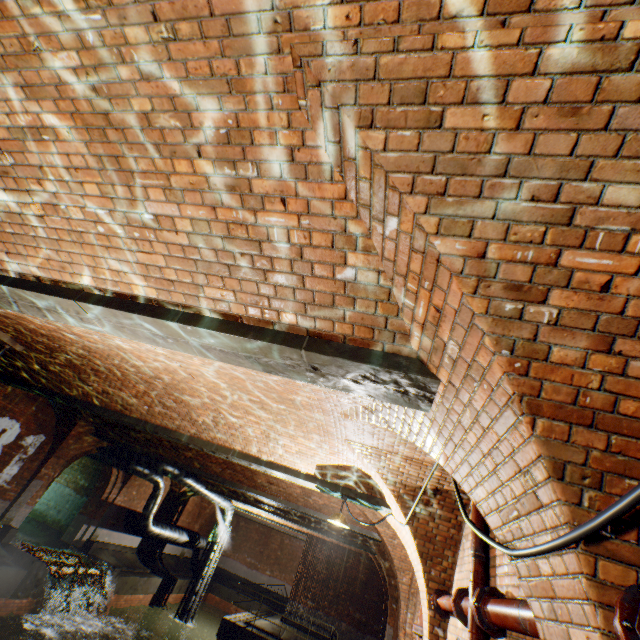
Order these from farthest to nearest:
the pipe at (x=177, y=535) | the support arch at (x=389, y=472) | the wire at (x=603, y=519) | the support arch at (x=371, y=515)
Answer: the pipe at (x=177, y=535), the support arch at (x=371, y=515), the support arch at (x=389, y=472), the wire at (x=603, y=519)

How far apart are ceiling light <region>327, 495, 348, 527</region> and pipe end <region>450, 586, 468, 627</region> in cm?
244

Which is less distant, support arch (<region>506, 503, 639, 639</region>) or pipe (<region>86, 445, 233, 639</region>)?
support arch (<region>506, 503, 639, 639</region>)

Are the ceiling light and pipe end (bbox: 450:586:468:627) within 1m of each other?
no

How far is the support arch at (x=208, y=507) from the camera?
24.05m

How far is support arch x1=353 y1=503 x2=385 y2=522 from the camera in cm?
896

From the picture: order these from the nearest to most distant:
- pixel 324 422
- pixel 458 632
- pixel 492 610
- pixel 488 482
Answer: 1. pixel 488 482
2. pixel 492 610
3. pixel 458 632
4. pixel 324 422

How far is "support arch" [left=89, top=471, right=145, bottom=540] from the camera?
15.6 meters
